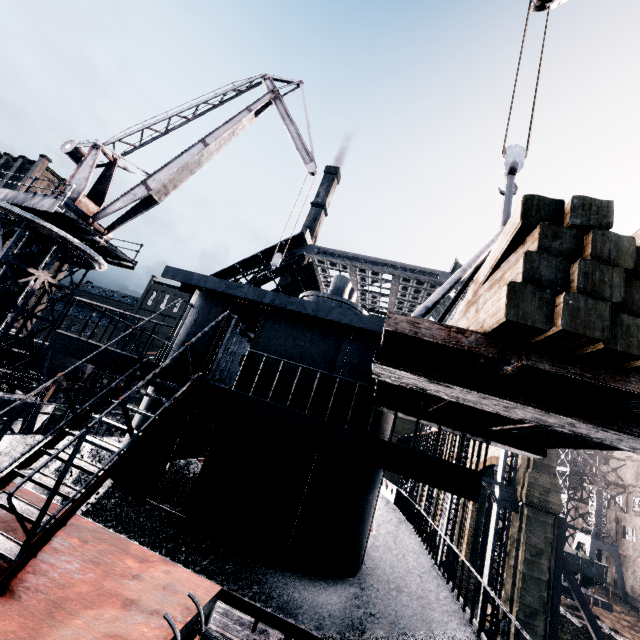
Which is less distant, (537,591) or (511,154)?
(511,154)

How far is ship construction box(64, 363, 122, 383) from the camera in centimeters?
2781cm

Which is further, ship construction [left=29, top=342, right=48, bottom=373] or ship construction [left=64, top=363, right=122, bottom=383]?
ship construction [left=64, top=363, right=122, bottom=383]

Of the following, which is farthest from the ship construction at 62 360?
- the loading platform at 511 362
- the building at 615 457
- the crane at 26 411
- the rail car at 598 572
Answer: the rail car at 598 572

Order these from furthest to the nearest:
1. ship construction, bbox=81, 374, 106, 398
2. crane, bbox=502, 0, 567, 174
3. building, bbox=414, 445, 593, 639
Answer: ship construction, bbox=81, 374, 106, 398 < building, bbox=414, 445, 593, 639 < crane, bbox=502, 0, 567, 174

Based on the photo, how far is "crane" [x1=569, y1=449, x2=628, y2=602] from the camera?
38.9m

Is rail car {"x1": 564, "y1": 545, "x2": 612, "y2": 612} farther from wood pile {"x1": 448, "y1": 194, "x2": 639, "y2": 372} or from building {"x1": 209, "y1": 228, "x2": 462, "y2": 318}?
building {"x1": 209, "y1": 228, "x2": 462, "y2": 318}

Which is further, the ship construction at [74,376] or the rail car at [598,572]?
the ship construction at [74,376]
